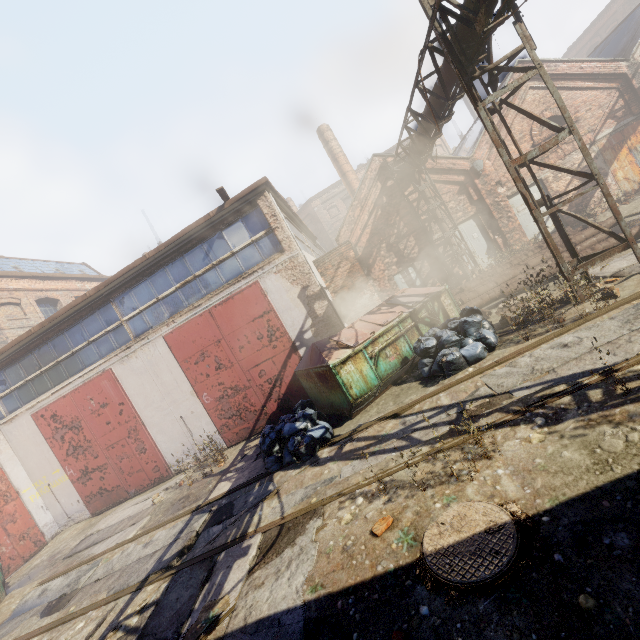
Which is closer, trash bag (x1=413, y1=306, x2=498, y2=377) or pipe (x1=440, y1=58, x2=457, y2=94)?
trash bag (x1=413, y1=306, x2=498, y2=377)

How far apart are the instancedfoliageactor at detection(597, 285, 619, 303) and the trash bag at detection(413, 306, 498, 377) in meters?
1.4 m

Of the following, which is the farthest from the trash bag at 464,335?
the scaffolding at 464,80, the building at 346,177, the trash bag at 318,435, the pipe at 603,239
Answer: the building at 346,177

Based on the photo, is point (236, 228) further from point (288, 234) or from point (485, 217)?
point (485, 217)

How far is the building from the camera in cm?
2114

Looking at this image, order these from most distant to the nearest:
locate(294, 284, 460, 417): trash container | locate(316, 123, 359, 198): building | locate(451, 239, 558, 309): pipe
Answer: locate(316, 123, 359, 198): building → locate(451, 239, 558, 309): pipe → locate(294, 284, 460, 417): trash container

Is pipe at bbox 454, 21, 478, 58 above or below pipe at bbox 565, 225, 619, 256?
above

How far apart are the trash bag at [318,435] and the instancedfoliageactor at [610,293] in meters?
5.6 m
